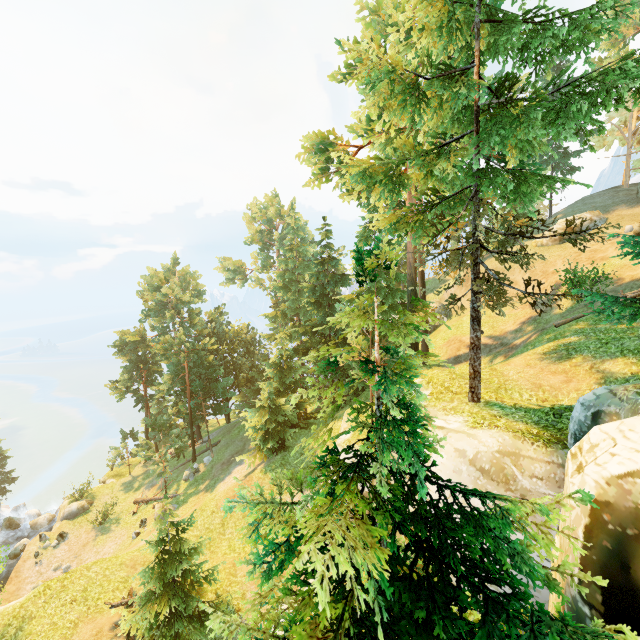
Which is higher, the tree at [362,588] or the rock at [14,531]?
the tree at [362,588]

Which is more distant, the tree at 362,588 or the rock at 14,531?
the rock at 14,531

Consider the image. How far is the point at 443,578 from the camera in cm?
353

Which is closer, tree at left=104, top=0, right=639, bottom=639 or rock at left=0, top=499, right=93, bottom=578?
tree at left=104, top=0, right=639, bottom=639

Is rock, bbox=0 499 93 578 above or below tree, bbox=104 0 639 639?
below
